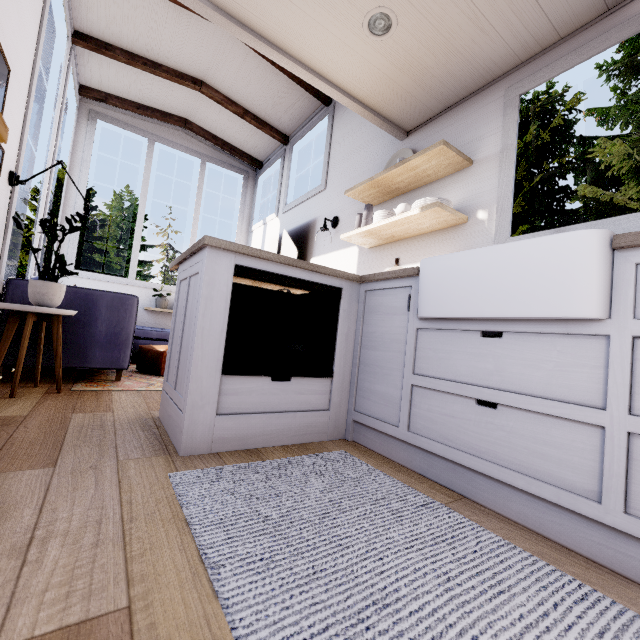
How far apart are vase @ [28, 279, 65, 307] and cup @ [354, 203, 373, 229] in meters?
2.4

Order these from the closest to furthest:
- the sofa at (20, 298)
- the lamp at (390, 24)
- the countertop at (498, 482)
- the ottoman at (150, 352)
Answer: the countertop at (498, 482), the lamp at (390, 24), the sofa at (20, 298), the ottoman at (150, 352)

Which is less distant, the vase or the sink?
the sink

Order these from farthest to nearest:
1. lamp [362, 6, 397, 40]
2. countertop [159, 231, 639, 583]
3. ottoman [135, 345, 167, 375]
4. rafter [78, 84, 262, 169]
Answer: rafter [78, 84, 262, 169] < ottoman [135, 345, 167, 375] < lamp [362, 6, 397, 40] < countertop [159, 231, 639, 583]

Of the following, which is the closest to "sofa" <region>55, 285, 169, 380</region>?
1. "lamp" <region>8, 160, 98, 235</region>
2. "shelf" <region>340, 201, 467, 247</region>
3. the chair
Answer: the chair

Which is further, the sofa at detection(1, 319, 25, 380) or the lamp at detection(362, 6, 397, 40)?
the sofa at detection(1, 319, 25, 380)

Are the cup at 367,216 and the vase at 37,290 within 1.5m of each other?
no

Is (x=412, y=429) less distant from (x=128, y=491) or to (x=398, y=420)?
(x=398, y=420)
